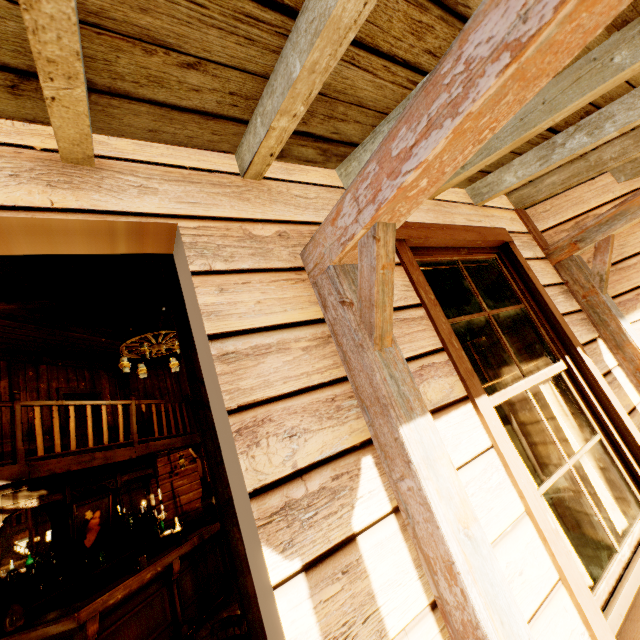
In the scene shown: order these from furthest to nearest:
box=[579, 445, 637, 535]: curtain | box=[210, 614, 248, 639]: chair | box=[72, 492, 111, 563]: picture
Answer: box=[72, 492, 111, 563]: picture → box=[210, 614, 248, 639]: chair → box=[579, 445, 637, 535]: curtain

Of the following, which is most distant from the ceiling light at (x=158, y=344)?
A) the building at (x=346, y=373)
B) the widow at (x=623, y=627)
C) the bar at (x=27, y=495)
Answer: the widow at (x=623, y=627)

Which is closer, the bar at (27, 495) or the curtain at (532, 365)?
the curtain at (532, 365)

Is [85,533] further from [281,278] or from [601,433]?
[601,433]

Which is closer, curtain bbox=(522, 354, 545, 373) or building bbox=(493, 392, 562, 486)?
curtain bbox=(522, 354, 545, 373)

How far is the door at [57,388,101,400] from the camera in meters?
8.2

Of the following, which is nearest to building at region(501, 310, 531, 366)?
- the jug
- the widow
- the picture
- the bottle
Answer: the widow

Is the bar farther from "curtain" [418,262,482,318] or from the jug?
"curtain" [418,262,482,318]
